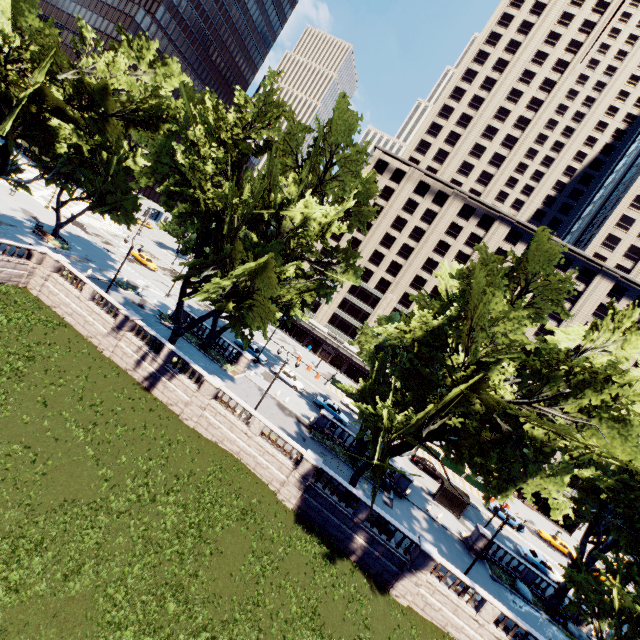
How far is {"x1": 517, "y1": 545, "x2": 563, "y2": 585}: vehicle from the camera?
35.03m

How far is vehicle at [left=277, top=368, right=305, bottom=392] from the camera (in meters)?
42.09

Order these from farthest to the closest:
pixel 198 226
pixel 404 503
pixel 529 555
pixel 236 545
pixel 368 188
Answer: pixel 529 555
pixel 368 188
pixel 404 503
pixel 198 226
pixel 236 545

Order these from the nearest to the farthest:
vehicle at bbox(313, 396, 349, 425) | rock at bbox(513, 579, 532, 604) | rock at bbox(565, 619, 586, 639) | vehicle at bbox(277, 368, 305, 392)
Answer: rock at bbox(565, 619, 586, 639) < rock at bbox(513, 579, 532, 604) < vehicle at bbox(313, 396, 349, 425) < vehicle at bbox(277, 368, 305, 392)

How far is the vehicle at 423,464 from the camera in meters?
42.5 m

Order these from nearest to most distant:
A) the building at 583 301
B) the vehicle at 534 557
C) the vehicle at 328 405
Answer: the vehicle at 534 557 → the vehicle at 328 405 → the building at 583 301

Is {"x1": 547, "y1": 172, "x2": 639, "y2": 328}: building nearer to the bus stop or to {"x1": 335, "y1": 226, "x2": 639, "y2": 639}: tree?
{"x1": 335, "y1": 226, "x2": 639, "y2": 639}: tree

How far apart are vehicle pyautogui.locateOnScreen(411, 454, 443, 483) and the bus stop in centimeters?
543cm
